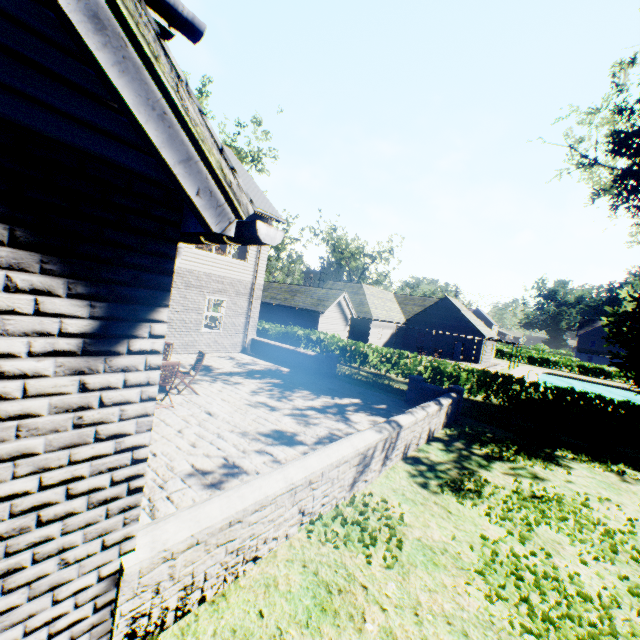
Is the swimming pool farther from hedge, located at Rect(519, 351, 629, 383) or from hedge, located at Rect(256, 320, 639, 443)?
hedge, located at Rect(256, 320, 639, 443)

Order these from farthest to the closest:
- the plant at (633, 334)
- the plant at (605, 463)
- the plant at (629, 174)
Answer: the plant at (633, 334) < the plant at (629, 174) < the plant at (605, 463)

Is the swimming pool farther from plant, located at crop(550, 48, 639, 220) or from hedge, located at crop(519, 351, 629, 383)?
hedge, located at crop(519, 351, 629, 383)

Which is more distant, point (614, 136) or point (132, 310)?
point (614, 136)

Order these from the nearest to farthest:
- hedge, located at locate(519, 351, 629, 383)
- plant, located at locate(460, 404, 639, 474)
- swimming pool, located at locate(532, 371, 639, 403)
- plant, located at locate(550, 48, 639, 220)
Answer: plant, located at locate(460, 404, 639, 474)
plant, located at locate(550, 48, 639, 220)
swimming pool, located at locate(532, 371, 639, 403)
hedge, located at locate(519, 351, 629, 383)

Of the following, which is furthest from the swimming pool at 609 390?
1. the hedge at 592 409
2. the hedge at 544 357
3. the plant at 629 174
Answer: the hedge at 592 409

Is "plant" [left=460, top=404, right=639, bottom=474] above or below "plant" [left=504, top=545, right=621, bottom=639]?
below

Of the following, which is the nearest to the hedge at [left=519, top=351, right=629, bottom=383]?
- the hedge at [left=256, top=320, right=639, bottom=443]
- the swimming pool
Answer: the swimming pool
